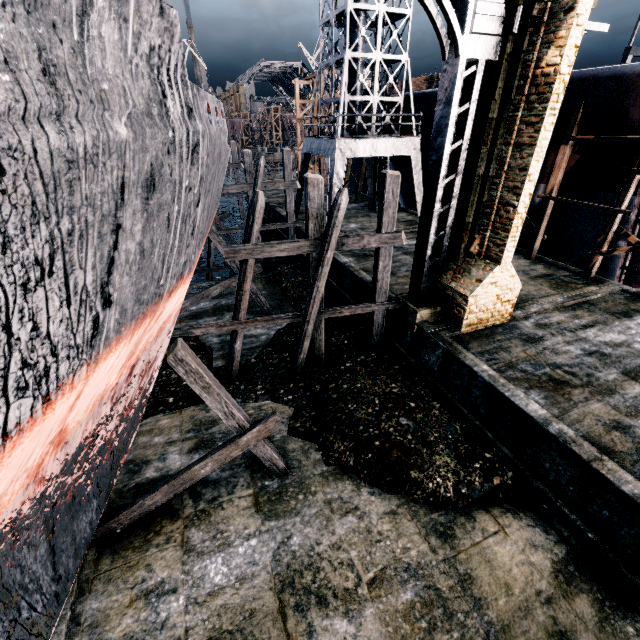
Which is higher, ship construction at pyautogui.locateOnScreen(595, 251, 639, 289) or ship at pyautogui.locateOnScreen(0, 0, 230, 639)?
ship at pyautogui.locateOnScreen(0, 0, 230, 639)

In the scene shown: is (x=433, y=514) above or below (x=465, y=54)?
below

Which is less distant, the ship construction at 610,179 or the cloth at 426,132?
the ship construction at 610,179

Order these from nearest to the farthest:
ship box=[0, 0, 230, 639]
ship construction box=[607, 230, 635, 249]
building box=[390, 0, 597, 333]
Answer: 1. ship box=[0, 0, 230, 639]
2. building box=[390, 0, 597, 333]
3. ship construction box=[607, 230, 635, 249]

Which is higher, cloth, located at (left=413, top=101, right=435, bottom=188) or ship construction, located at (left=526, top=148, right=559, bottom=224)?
cloth, located at (left=413, top=101, right=435, bottom=188)

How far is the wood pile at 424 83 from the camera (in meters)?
32.53

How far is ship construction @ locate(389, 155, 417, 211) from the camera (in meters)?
26.58

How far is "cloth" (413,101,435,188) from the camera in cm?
2154
